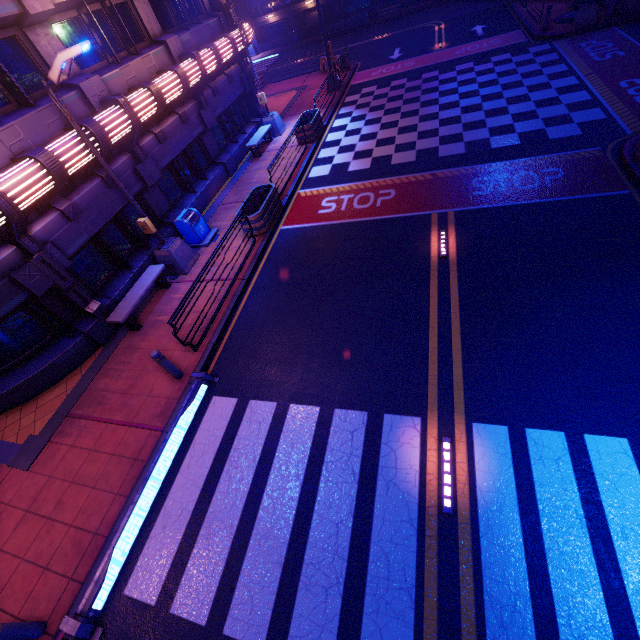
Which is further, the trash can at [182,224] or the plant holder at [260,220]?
the trash can at [182,224]

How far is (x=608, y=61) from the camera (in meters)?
13.87

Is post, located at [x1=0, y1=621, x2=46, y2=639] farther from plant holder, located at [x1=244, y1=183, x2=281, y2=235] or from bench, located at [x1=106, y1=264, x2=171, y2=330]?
plant holder, located at [x1=244, y1=183, x2=281, y2=235]

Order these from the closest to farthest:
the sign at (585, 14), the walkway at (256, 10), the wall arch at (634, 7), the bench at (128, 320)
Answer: the bench at (128, 320)
the wall arch at (634, 7)
the sign at (585, 14)
the walkway at (256, 10)

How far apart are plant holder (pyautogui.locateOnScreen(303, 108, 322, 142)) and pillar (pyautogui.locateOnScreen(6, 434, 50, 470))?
15.7m

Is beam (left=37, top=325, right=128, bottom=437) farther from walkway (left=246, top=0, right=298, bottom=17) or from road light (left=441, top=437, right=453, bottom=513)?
walkway (left=246, top=0, right=298, bottom=17)

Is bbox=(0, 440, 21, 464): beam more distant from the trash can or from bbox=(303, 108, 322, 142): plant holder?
bbox=(303, 108, 322, 142): plant holder

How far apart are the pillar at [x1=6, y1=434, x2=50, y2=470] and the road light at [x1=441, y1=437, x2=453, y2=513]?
9.2 meters
